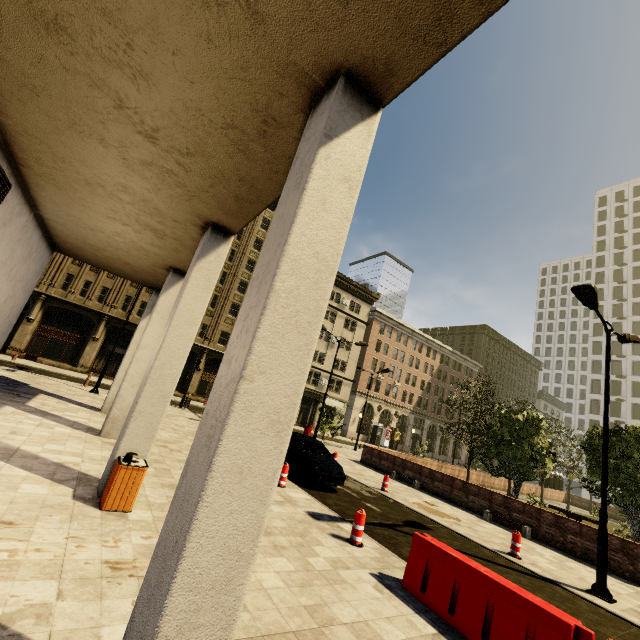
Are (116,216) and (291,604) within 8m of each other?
no

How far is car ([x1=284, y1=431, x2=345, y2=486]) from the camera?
11.4m

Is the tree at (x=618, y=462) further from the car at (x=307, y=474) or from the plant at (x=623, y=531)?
the car at (x=307, y=474)

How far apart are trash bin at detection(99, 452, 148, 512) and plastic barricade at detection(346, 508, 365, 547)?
4.6m

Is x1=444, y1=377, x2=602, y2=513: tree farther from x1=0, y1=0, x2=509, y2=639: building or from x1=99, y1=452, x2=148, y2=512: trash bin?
x1=99, y1=452, x2=148, y2=512: trash bin

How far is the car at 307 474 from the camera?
11.4m

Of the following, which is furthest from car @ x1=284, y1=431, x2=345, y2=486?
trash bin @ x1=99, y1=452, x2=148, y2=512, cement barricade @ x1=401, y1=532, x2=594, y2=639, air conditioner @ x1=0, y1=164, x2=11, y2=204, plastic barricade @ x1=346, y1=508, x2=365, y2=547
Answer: air conditioner @ x1=0, y1=164, x2=11, y2=204

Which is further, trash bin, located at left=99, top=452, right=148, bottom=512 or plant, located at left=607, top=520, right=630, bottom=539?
plant, located at left=607, top=520, right=630, bottom=539
